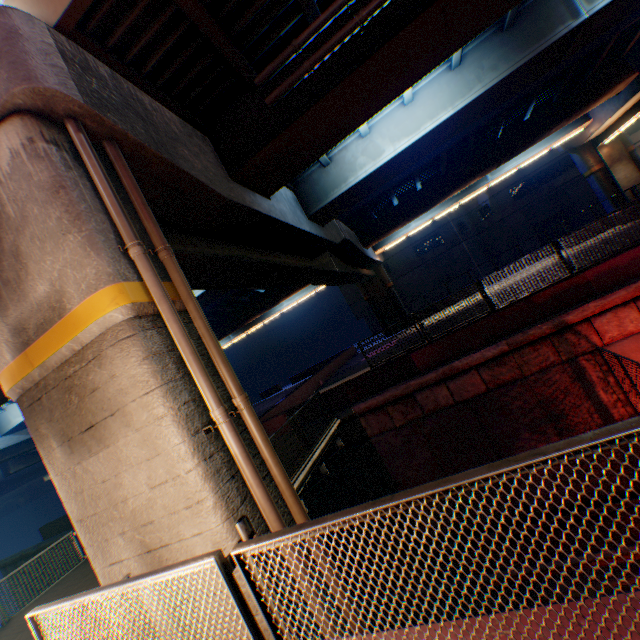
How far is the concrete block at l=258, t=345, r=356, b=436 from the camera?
14.4m

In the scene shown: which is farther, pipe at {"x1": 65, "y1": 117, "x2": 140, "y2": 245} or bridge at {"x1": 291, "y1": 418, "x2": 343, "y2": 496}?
bridge at {"x1": 291, "y1": 418, "x2": 343, "y2": 496}

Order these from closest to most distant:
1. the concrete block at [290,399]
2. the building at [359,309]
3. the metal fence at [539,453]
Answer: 1. the metal fence at [539,453]
2. the concrete block at [290,399]
3. the building at [359,309]

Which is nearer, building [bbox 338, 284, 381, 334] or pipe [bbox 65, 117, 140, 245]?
pipe [bbox 65, 117, 140, 245]

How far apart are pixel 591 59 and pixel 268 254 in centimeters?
2086cm

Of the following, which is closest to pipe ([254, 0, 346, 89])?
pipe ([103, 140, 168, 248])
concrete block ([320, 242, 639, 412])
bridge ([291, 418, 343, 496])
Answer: pipe ([103, 140, 168, 248])

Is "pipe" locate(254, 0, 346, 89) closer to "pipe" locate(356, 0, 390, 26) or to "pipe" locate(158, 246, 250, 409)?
"pipe" locate(356, 0, 390, 26)

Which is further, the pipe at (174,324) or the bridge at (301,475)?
the bridge at (301,475)
